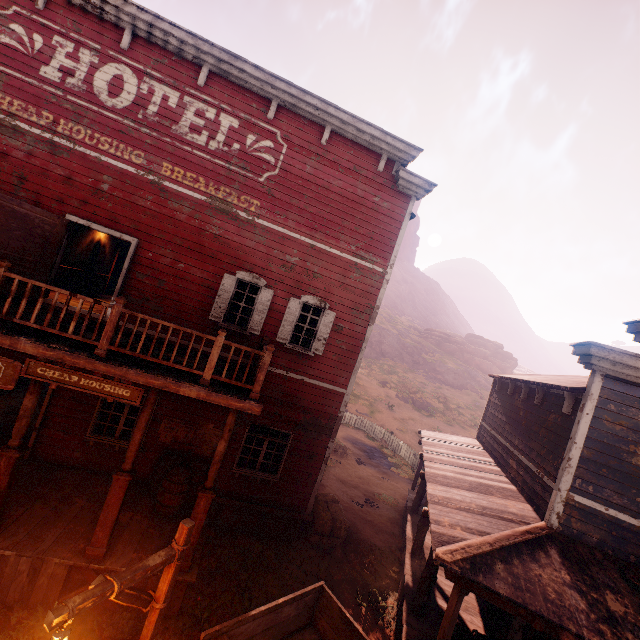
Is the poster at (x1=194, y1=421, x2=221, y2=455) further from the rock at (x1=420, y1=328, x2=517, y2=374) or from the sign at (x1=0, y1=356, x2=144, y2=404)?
the rock at (x1=420, y1=328, x2=517, y2=374)

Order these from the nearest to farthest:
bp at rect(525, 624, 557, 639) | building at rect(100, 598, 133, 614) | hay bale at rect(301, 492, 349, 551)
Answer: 1. bp at rect(525, 624, 557, 639)
2. building at rect(100, 598, 133, 614)
3. hay bale at rect(301, 492, 349, 551)

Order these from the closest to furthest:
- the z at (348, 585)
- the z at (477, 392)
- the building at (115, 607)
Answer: the building at (115, 607) < the z at (348, 585) < the z at (477, 392)

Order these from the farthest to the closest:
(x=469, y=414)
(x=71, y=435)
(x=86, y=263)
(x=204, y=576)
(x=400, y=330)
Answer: (x=400, y=330), (x=469, y=414), (x=86, y=263), (x=71, y=435), (x=204, y=576)

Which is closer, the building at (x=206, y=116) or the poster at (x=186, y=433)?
the building at (x=206, y=116)

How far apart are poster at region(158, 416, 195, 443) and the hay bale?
3.8m

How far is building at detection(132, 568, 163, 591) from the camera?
6.4 meters

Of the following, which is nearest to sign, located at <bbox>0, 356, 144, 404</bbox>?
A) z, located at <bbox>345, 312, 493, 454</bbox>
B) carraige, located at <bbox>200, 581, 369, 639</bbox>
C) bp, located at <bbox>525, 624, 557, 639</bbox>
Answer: carraige, located at <bbox>200, 581, 369, 639</bbox>
